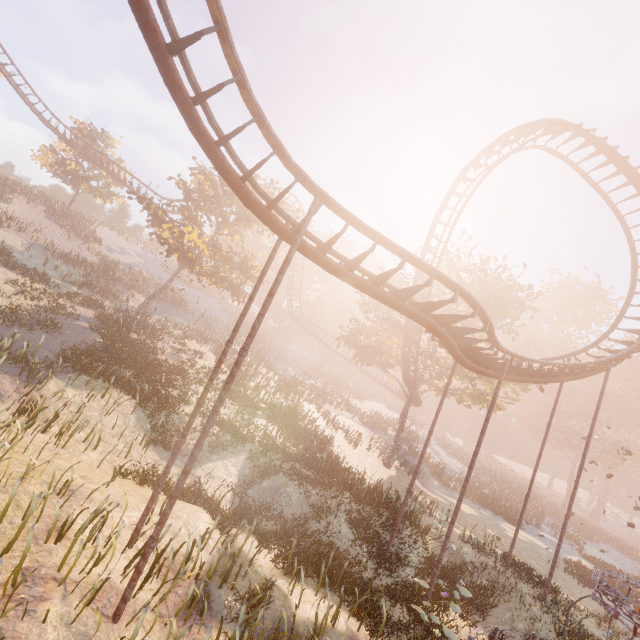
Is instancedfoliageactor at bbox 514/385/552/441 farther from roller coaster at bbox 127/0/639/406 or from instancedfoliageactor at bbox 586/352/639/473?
roller coaster at bbox 127/0/639/406

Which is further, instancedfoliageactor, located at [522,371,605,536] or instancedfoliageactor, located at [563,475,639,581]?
instancedfoliageactor, located at [522,371,605,536]

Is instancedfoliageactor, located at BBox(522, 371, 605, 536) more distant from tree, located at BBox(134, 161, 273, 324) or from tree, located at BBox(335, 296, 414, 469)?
tree, located at BBox(134, 161, 273, 324)

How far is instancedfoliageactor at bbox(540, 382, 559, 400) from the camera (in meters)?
52.54

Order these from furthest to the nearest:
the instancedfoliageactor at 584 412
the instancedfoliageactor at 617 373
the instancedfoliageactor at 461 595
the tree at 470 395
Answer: the instancedfoliageactor at 617 373 → the instancedfoliageactor at 584 412 → the tree at 470 395 → the instancedfoliageactor at 461 595

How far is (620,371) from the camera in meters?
53.3 m

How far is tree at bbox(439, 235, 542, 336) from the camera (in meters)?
23.81

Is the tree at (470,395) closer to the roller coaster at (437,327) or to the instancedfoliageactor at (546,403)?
the roller coaster at (437,327)
